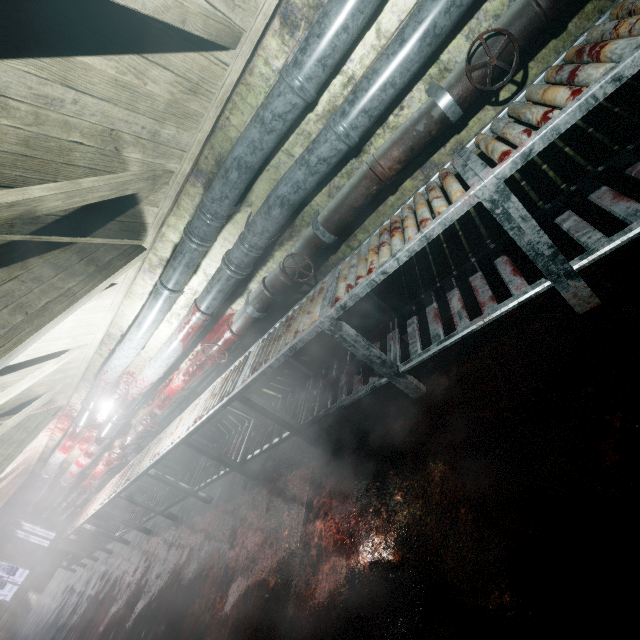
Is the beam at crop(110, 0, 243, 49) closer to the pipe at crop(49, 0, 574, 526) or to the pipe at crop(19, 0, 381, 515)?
the pipe at crop(19, 0, 381, 515)

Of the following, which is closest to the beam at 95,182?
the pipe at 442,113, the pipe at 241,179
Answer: the pipe at 241,179

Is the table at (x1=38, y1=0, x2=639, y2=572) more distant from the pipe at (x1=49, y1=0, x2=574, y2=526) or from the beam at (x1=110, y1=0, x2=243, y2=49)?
the beam at (x1=110, y1=0, x2=243, y2=49)

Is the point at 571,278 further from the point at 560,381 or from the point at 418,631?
the point at 418,631

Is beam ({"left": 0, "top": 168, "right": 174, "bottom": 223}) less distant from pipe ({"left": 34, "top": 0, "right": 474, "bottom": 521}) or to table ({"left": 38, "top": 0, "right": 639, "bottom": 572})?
pipe ({"left": 34, "top": 0, "right": 474, "bottom": 521})

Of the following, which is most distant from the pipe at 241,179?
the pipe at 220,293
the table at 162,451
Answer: the table at 162,451

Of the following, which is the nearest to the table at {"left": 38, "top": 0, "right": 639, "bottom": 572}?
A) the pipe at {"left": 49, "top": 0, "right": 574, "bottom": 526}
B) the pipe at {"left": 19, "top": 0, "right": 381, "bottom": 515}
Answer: the pipe at {"left": 49, "top": 0, "right": 574, "bottom": 526}

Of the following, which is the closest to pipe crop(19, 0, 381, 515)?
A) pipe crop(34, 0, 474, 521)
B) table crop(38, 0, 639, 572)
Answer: pipe crop(34, 0, 474, 521)
